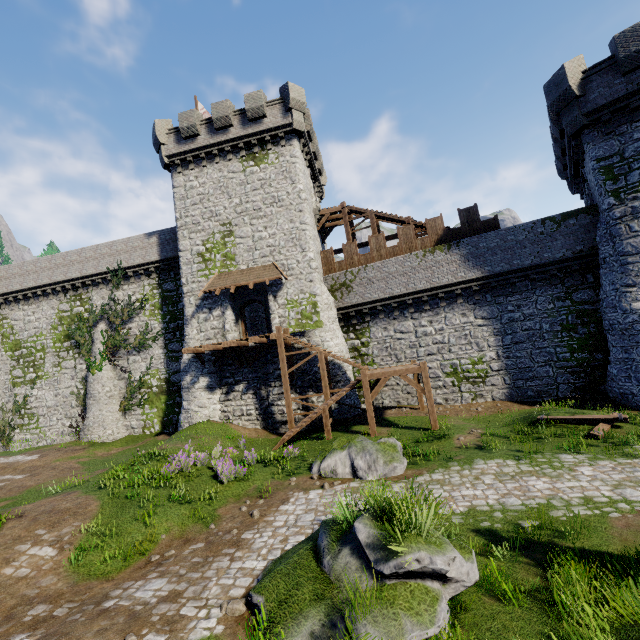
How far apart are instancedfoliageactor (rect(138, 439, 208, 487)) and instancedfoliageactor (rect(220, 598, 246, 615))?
8.2m

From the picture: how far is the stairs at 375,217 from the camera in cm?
2256

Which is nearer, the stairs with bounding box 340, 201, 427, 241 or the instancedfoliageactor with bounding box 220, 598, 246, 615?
the instancedfoliageactor with bounding box 220, 598, 246, 615

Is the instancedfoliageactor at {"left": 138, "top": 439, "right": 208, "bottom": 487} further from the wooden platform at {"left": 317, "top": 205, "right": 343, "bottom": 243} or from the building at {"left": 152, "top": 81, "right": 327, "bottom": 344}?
the wooden platform at {"left": 317, "top": 205, "right": 343, "bottom": 243}

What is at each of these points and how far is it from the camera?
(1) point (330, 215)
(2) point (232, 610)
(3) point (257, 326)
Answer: (1) wooden platform, 26.2 meters
(2) instancedfoliageactor, 5.8 meters
(3) building, 30.0 meters

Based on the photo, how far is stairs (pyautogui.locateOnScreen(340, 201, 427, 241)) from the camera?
22.6 meters

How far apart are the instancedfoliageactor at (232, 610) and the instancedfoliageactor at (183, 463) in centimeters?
823cm

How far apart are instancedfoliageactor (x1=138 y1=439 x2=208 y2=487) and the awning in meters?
10.5
